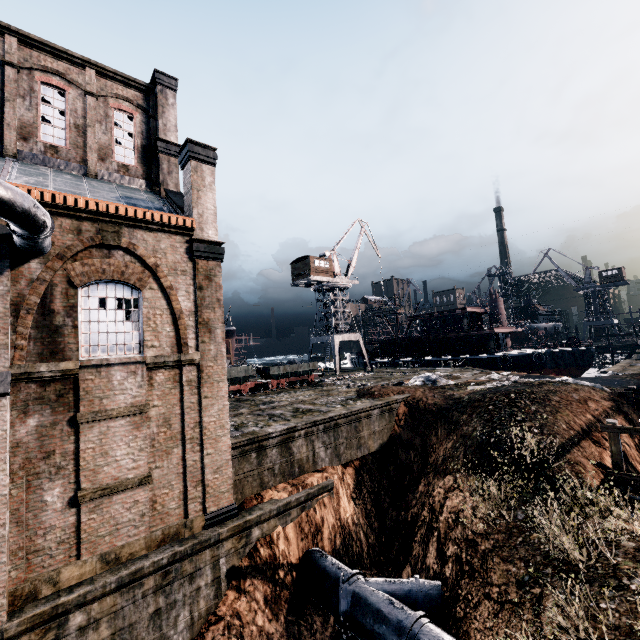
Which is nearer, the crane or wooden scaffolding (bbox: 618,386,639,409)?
wooden scaffolding (bbox: 618,386,639,409)

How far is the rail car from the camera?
29.6 meters

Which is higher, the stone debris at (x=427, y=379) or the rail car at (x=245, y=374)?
Answer: the rail car at (x=245, y=374)

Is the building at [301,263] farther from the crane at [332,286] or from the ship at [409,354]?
the ship at [409,354]

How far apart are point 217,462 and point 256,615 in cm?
558

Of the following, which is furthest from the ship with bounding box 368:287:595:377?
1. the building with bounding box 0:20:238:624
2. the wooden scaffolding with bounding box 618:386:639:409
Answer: the building with bounding box 0:20:238:624

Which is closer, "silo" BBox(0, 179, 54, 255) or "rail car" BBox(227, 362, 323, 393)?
"silo" BBox(0, 179, 54, 255)

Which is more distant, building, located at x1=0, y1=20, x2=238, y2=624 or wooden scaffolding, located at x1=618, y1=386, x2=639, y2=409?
wooden scaffolding, located at x1=618, y1=386, x2=639, y2=409
